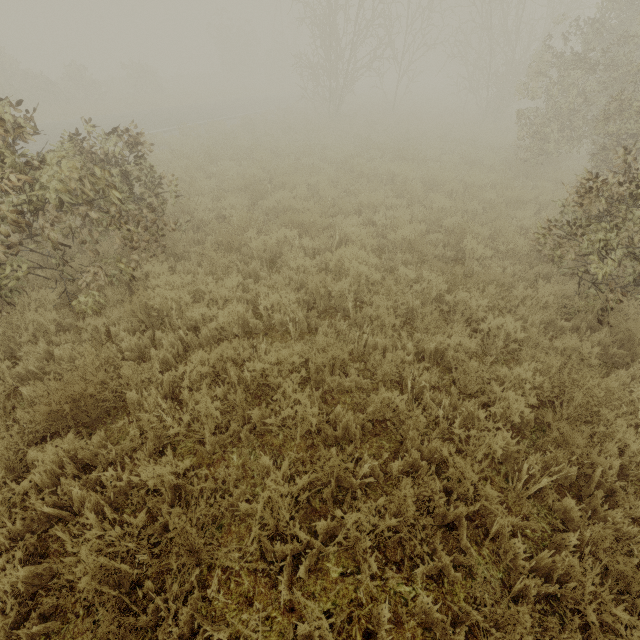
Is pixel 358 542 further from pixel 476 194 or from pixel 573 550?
pixel 476 194
